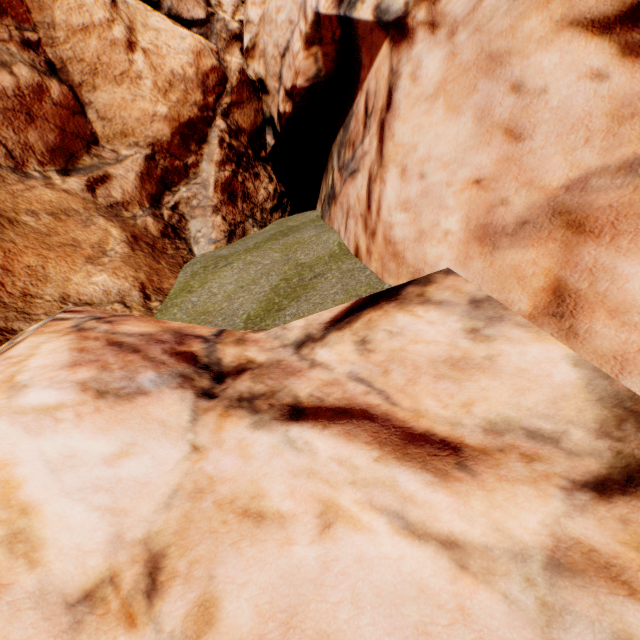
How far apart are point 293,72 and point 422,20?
4.6 meters
